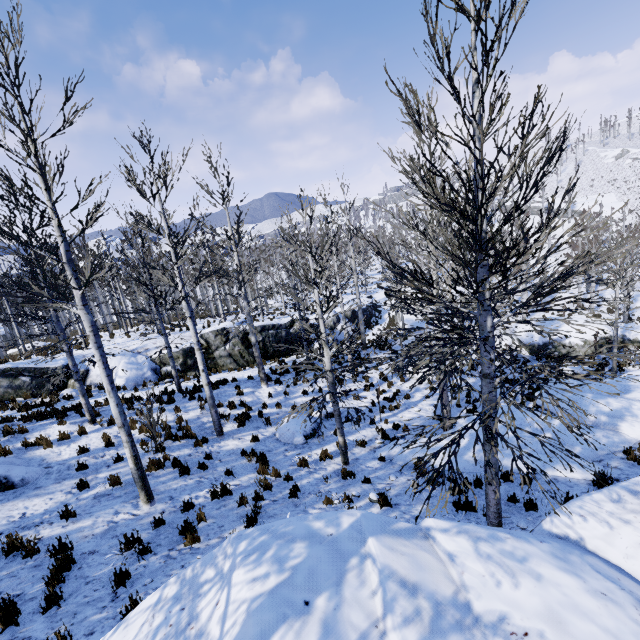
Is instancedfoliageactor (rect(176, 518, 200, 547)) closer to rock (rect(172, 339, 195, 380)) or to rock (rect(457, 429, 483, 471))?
rock (rect(172, 339, 195, 380))

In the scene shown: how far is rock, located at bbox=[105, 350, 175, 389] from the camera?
17.1 meters

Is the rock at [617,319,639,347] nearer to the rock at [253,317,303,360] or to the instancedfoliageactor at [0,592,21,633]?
the rock at [253,317,303,360]

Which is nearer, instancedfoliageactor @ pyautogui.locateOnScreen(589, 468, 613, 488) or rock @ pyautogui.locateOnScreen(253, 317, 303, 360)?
instancedfoliageactor @ pyautogui.locateOnScreen(589, 468, 613, 488)

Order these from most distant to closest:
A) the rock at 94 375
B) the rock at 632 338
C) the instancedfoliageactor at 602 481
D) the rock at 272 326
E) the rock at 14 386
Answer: the rock at 272 326 → the rock at 632 338 → the rock at 94 375 → the rock at 14 386 → the instancedfoliageactor at 602 481

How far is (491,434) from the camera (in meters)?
4.65

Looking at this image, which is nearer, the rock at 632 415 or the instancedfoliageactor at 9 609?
the instancedfoliageactor at 9 609

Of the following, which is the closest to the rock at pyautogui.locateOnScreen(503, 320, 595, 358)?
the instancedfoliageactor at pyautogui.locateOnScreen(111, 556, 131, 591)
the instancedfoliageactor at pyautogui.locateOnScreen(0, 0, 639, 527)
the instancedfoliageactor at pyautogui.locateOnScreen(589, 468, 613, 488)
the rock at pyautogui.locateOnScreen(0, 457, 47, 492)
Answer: the instancedfoliageactor at pyautogui.locateOnScreen(0, 0, 639, 527)
